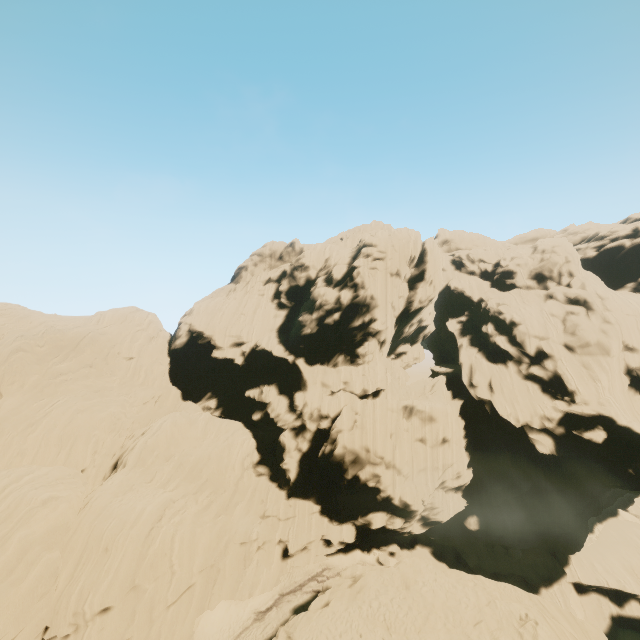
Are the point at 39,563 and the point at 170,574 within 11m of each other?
yes
